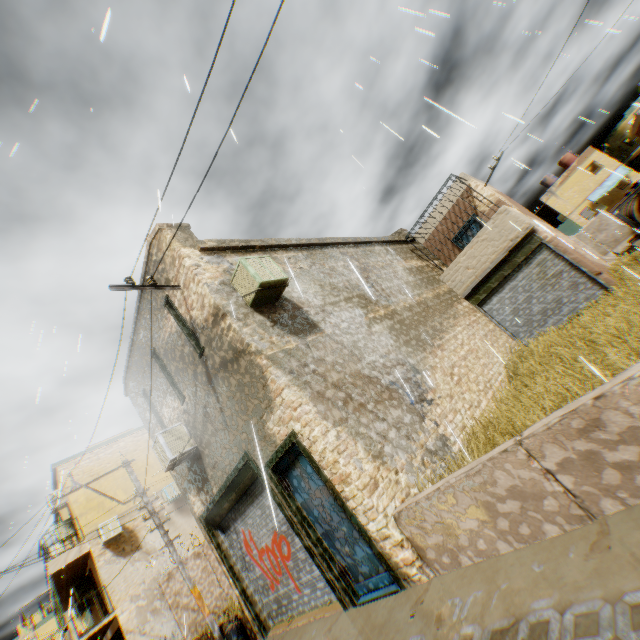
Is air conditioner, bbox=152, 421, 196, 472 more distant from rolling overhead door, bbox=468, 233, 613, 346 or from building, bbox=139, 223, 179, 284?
rolling overhead door, bbox=468, 233, 613, 346

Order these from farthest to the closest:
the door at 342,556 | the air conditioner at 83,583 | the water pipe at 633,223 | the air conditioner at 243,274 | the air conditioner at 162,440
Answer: the water pipe at 633,223
the air conditioner at 83,583
the air conditioner at 162,440
the air conditioner at 243,274
the door at 342,556

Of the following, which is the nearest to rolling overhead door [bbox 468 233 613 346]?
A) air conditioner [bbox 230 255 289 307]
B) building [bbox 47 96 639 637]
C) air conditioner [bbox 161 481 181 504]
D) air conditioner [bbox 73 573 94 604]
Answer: building [bbox 47 96 639 637]

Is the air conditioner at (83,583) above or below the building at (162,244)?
below

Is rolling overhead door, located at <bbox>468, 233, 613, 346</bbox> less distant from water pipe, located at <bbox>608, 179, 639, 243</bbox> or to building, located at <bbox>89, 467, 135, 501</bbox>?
building, located at <bbox>89, 467, 135, 501</bbox>

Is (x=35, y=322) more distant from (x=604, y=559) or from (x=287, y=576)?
(x=604, y=559)

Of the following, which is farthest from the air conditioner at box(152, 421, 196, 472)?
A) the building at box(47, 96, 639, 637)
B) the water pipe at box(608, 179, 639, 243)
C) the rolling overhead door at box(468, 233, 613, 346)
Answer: the water pipe at box(608, 179, 639, 243)

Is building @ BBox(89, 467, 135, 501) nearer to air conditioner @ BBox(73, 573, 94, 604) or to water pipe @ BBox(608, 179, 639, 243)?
air conditioner @ BBox(73, 573, 94, 604)
